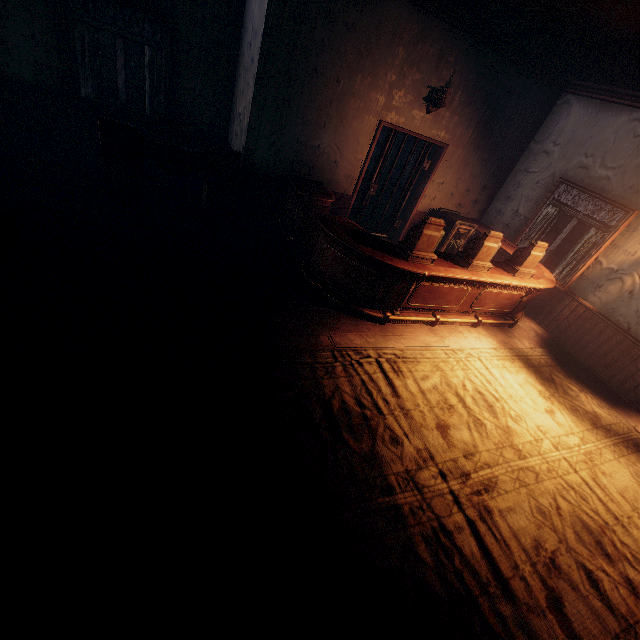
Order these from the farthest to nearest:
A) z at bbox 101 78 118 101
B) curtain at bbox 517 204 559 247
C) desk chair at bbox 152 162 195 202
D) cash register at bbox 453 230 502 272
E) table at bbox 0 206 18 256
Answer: z at bbox 101 78 118 101 < curtain at bbox 517 204 559 247 < desk chair at bbox 152 162 195 202 < cash register at bbox 453 230 502 272 < table at bbox 0 206 18 256

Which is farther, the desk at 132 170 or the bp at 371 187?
the bp at 371 187

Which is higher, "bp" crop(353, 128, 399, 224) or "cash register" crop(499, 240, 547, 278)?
"bp" crop(353, 128, 399, 224)

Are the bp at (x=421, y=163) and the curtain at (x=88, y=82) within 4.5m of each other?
no

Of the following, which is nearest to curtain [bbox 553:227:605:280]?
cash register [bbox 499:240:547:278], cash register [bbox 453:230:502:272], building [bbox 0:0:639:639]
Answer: building [bbox 0:0:639:639]

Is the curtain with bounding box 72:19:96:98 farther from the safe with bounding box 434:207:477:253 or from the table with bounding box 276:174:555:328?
the safe with bounding box 434:207:477:253

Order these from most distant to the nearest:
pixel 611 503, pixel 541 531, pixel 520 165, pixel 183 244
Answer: pixel 520 165, pixel 183 244, pixel 611 503, pixel 541 531

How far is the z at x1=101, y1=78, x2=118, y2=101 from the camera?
10.24m
